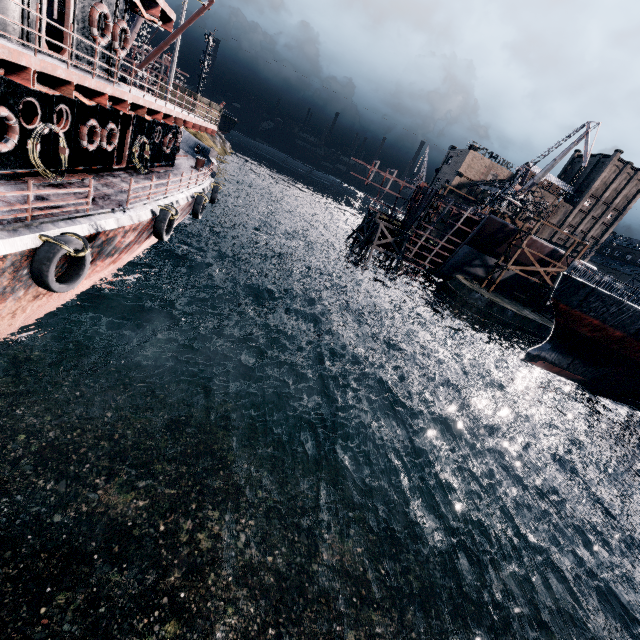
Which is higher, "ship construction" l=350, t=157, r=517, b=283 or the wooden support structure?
"ship construction" l=350, t=157, r=517, b=283

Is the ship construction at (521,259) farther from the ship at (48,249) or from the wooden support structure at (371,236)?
the ship at (48,249)

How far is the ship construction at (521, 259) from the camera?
47.1m

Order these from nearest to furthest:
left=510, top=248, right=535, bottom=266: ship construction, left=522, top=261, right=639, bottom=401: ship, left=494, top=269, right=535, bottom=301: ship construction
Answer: left=522, top=261, right=639, bottom=401: ship → left=510, top=248, right=535, bottom=266: ship construction → left=494, top=269, right=535, bottom=301: ship construction

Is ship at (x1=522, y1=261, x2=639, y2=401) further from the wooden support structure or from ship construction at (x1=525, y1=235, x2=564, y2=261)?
the wooden support structure

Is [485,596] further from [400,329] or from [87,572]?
[400,329]

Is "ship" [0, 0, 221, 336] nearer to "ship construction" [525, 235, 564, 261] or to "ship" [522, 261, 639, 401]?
"ship construction" [525, 235, 564, 261]

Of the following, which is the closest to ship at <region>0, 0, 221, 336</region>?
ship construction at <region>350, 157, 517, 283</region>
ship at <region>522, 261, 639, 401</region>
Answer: ship construction at <region>350, 157, 517, 283</region>
